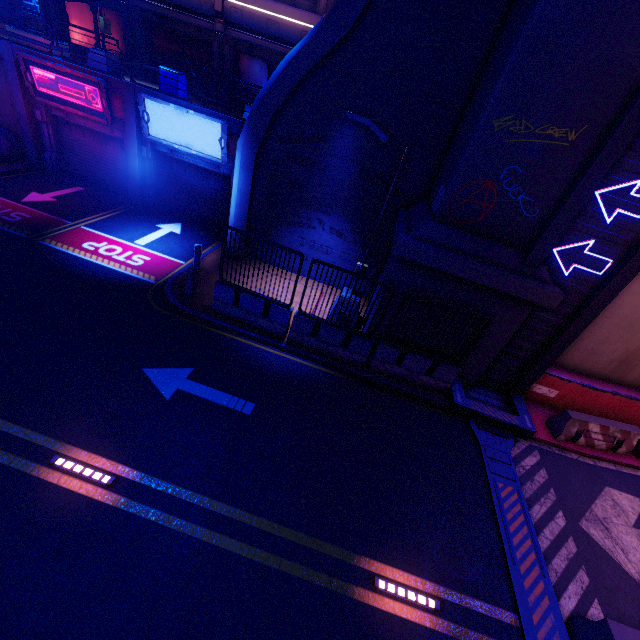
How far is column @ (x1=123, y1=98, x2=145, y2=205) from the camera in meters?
13.1

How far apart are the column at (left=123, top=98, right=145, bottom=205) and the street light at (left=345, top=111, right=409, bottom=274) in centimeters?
975cm

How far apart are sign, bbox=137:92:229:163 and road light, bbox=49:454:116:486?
11.6m

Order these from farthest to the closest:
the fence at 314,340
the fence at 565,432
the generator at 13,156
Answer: the generator at 13,156
the fence at 565,432
the fence at 314,340

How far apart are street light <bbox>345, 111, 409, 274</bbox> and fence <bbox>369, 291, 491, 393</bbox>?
1.3m

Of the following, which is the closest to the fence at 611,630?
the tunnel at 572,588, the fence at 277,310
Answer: the tunnel at 572,588

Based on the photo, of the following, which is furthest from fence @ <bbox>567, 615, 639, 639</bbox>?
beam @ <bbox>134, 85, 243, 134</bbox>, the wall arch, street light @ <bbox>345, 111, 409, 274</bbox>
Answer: beam @ <bbox>134, 85, 243, 134</bbox>

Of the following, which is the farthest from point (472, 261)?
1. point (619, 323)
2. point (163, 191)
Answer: point (163, 191)
